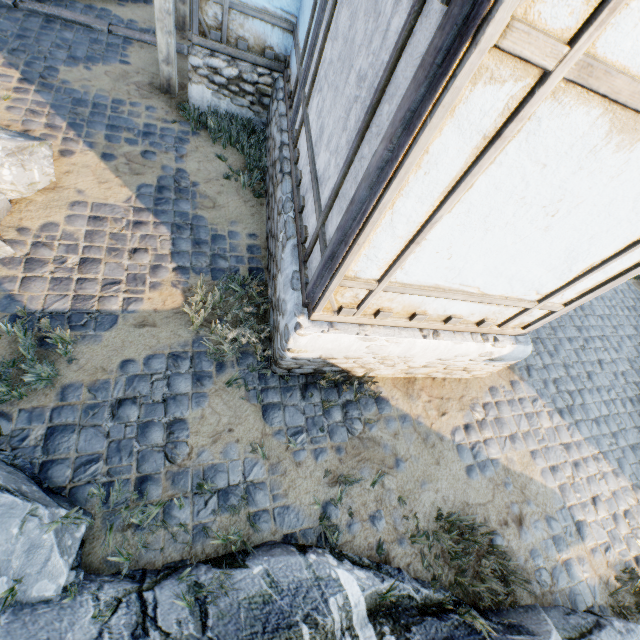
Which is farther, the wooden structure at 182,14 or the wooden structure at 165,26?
the wooden structure at 182,14

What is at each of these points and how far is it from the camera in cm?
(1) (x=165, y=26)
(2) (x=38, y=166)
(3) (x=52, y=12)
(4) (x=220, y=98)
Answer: (1) wooden structure, 507
(2) rock, 408
(3) stone blocks, 592
(4) stone foundation, 573

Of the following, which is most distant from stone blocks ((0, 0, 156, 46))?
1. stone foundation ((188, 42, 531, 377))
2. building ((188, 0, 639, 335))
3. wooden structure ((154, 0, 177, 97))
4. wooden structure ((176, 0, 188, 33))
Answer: wooden structure ((154, 0, 177, 97))

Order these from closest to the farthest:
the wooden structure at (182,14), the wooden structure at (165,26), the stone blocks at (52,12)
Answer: the wooden structure at (165,26) < the stone blocks at (52,12) < the wooden structure at (182,14)

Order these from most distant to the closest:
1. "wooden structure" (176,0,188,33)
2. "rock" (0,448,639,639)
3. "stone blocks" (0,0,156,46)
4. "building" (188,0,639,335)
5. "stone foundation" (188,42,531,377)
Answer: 1. "wooden structure" (176,0,188,33)
2. "stone blocks" (0,0,156,46)
3. "stone foundation" (188,42,531,377)
4. "rock" (0,448,639,639)
5. "building" (188,0,639,335)

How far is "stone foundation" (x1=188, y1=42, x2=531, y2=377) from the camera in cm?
341

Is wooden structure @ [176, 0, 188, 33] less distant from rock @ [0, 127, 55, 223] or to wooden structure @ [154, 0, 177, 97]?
wooden structure @ [154, 0, 177, 97]

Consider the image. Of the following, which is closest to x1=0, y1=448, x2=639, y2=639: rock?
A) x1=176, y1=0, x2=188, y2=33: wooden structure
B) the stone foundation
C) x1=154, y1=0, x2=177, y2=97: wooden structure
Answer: the stone foundation
